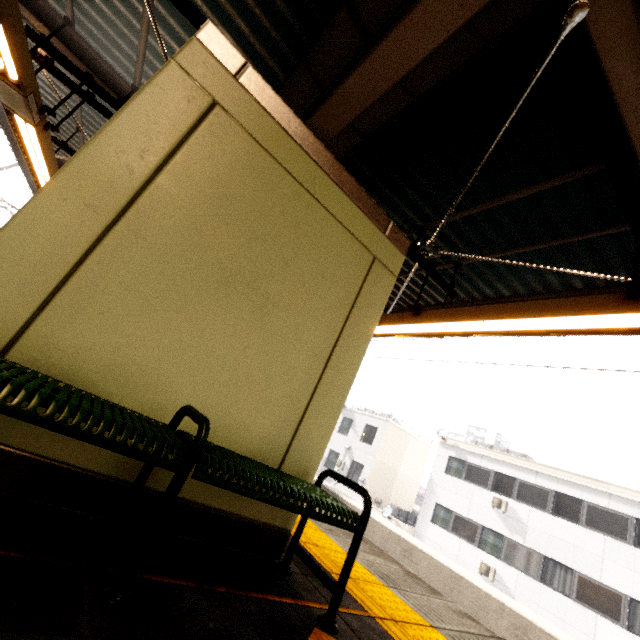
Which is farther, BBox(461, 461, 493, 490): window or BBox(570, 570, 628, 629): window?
BBox(461, 461, 493, 490): window

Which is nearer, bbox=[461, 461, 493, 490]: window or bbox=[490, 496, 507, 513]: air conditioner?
bbox=[490, 496, 507, 513]: air conditioner

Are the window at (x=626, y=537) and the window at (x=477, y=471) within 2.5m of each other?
no

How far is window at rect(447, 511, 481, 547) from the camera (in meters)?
17.69

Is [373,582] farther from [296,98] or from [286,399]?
[296,98]

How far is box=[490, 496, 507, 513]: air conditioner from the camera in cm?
1722

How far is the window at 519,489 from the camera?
16.2 meters

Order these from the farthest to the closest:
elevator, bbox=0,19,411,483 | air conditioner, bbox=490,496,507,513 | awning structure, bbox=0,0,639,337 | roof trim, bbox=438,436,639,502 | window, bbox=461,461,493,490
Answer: window, bbox=461,461,493,490, air conditioner, bbox=490,496,507,513, roof trim, bbox=438,436,639,502, awning structure, bbox=0,0,639,337, elevator, bbox=0,19,411,483
